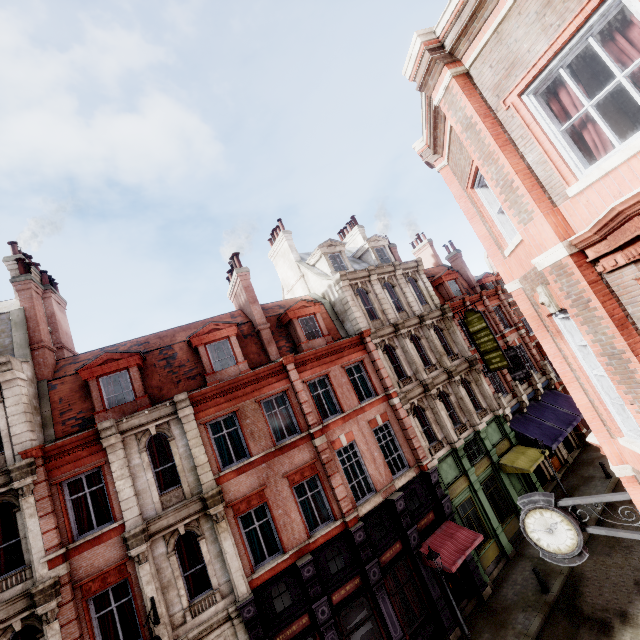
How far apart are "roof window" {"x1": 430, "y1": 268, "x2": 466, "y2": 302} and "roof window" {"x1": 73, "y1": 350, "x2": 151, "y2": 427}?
21.61m

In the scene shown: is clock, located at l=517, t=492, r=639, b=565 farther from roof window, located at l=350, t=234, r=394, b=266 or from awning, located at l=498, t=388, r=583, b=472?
roof window, located at l=350, t=234, r=394, b=266

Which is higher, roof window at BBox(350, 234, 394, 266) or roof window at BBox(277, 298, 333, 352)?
roof window at BBox(350, 234, 394, 266)

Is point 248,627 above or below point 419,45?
below

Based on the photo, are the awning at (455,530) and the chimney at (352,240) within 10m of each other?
no

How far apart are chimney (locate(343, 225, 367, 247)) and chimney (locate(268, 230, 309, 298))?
6.60m

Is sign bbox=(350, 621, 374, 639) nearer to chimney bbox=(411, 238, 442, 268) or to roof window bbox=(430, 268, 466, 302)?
roof window bbox=(430, 268, 466, 302)

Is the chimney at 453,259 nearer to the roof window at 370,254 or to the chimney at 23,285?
the roof window at 370,254
